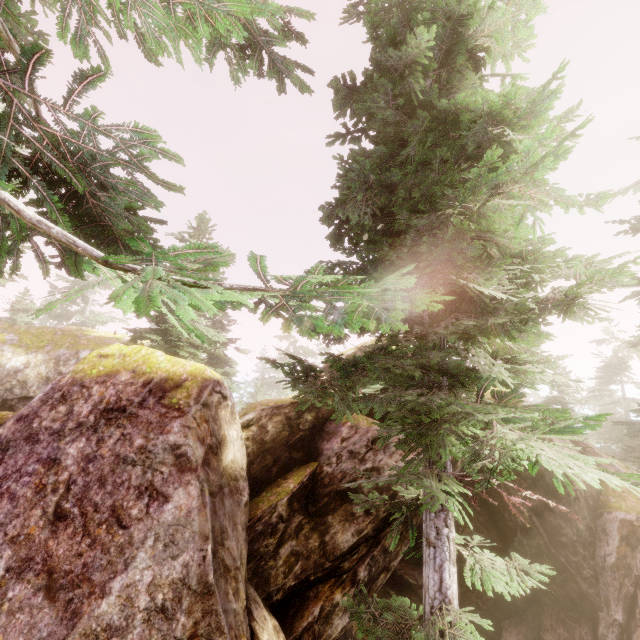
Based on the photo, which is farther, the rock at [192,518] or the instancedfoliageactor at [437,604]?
the rock at [192,518]

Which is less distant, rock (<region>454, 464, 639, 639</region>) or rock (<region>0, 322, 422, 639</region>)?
rock (<region>0, 322, 422, 639</region>)

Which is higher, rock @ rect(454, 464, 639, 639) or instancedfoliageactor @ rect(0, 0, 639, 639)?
instancedfoliageactor @ rect(0, 0, 639, 639)

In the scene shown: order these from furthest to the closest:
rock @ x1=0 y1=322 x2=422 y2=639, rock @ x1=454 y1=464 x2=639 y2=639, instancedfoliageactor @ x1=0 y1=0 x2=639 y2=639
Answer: rock @ x1=454 y1=464 x2=639 y2=639 → rock @ x1=0 y1=322 x2=422 y2=639 → instancedfoliageactor @ x1=0 y1=0 x2=639 y2=639

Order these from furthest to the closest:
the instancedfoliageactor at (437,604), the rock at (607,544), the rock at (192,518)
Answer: the rock at (607,544)
the rock at (192,518)
the instancedfoliageactor at (437,604)

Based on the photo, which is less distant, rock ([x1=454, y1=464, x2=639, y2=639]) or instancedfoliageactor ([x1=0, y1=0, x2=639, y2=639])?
instancedfoliageactor ([x1=0, y1=0, x2=639, y2=639])

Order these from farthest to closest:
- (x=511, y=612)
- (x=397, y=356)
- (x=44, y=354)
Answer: (x=44, y=354) → (x=511, y=612) → (x=397, y=356)
